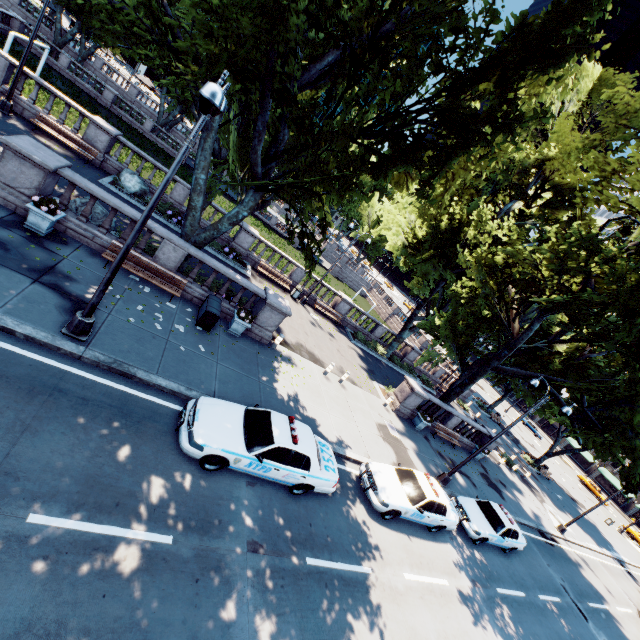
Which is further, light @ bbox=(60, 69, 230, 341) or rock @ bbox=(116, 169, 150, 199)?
rock @ bbox=(116, 169, 150, 199)

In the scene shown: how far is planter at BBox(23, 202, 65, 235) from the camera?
10.4m

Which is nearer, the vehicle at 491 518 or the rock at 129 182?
the vehicle at 491 518

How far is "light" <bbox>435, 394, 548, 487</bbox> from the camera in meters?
15.4

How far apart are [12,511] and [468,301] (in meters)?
22.05

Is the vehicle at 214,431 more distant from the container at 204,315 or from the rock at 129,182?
the rock at 129,182

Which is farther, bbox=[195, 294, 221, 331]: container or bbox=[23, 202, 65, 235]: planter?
bbox=[195, 294, 221, 331]: container

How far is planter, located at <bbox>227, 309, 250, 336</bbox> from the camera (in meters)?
14.08
